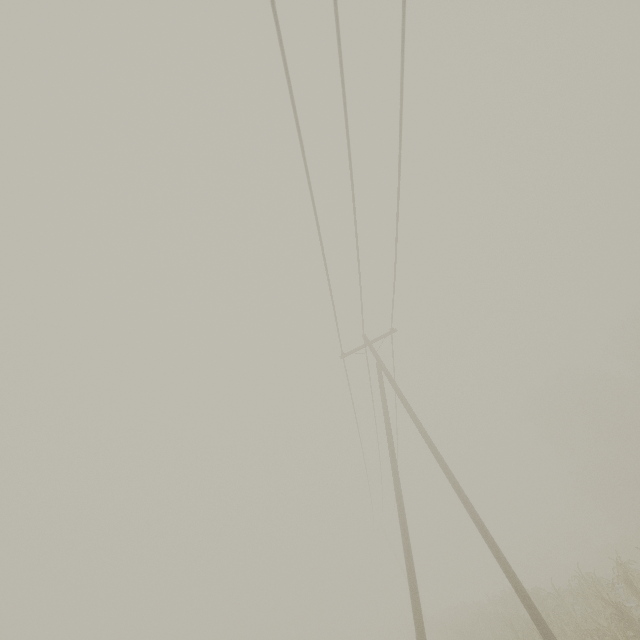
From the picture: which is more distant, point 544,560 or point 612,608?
point 544,560

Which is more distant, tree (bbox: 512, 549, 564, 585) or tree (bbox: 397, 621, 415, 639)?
tree (bbox: 397, 621, 415, 639)

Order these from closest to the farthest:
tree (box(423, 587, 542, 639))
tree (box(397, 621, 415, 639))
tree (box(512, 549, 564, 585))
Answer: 1. tree (box(423, 587, 542, 639))
2. tree (box(512, 549, 564, 585))
3. tree (box(397, 621, 415, 639))

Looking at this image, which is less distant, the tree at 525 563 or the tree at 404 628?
the tree at 525 563

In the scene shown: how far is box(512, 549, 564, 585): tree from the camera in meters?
48.3

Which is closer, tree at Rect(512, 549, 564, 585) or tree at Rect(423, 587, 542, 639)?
tree at Rect(423, 587, 542, 639)

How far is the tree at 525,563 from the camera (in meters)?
48.35
